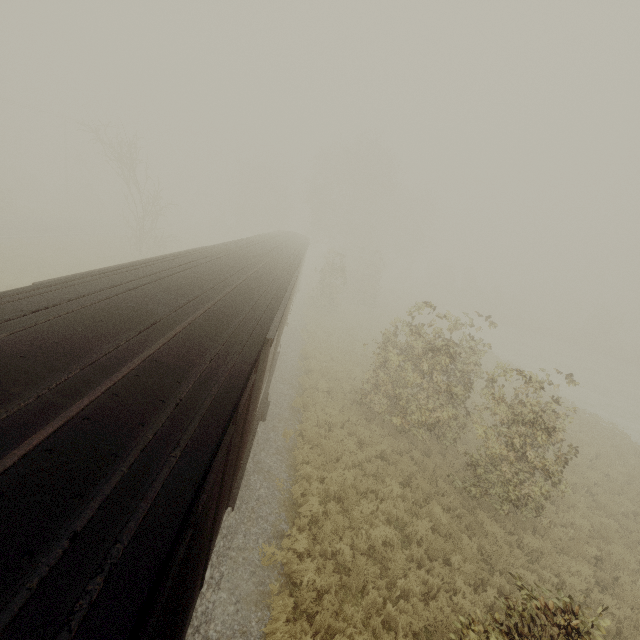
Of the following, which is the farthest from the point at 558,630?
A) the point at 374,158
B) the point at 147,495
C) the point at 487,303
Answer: the point at 487,303
